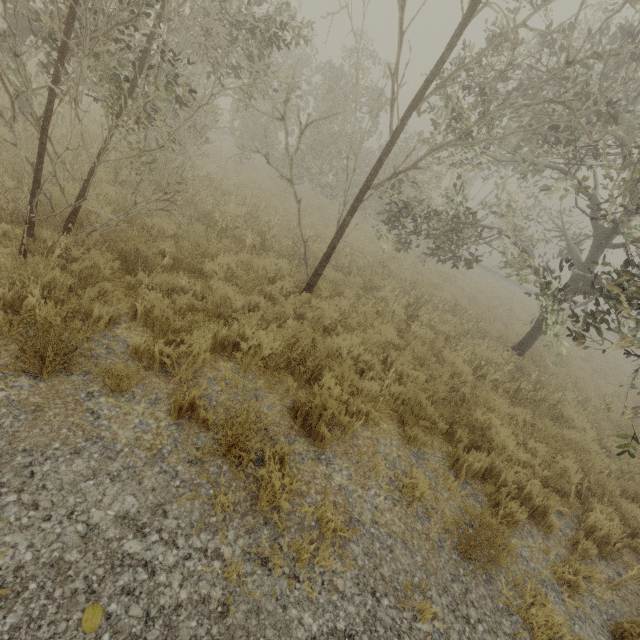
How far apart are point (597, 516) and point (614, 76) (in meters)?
8.27

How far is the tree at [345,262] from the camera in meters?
8.8 m

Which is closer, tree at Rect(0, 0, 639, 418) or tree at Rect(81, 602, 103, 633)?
tree at Rect(81, 602, 103, 633)

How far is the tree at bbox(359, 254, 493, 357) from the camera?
7.7 meters

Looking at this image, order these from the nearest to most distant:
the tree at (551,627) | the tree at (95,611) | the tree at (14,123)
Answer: the tree at (95,611) < the tree at (551,627) < the tree at (14,123)

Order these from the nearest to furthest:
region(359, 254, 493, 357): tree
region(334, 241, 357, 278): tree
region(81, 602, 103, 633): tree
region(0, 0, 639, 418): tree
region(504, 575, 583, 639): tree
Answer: region(81, 602, 103, 633): tree → region(504, 575, 583, 639): tree → region(0, 0, 639, 418): tree → region(359, 254, 493, 357): tree → region(334, 241, 357, 278): tree
